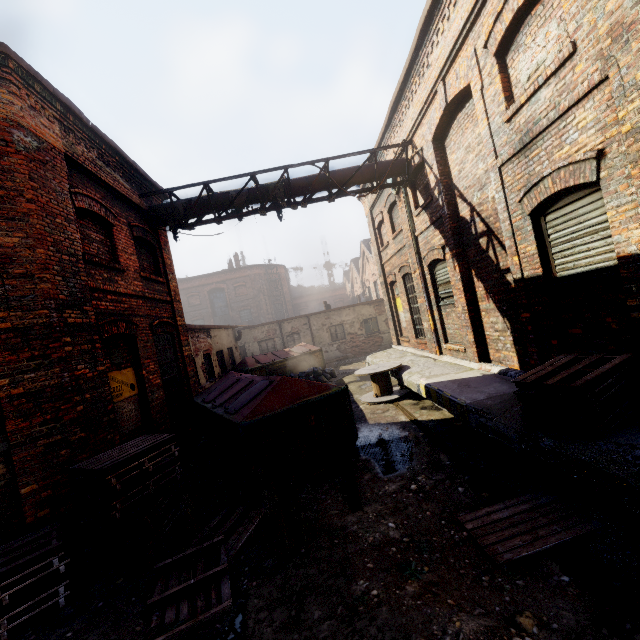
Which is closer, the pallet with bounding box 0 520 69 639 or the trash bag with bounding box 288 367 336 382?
the pallet with bounding box 0 520 69 639

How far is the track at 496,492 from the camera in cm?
424

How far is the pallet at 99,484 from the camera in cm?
438

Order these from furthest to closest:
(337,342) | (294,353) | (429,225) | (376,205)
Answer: (337,342) < (294,353) < (376,205) < (429,225)

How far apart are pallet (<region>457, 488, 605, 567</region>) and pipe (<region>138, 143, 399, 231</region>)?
8.25m

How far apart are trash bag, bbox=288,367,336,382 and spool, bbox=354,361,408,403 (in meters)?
3.91

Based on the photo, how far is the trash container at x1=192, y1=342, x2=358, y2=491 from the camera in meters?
5.4

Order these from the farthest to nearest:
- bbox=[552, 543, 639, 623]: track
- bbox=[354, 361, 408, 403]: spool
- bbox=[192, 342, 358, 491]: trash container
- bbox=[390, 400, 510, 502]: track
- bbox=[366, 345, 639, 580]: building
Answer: bbox=[354, 361, 408, 403]: spool
bbox=[192, 342, 358, 491]: trash container
bbox=[390, 400, 510, 502]: track
bbox=[366, 345, 639, 580]: building
bbox=[552, 543, 639, 623]: track
